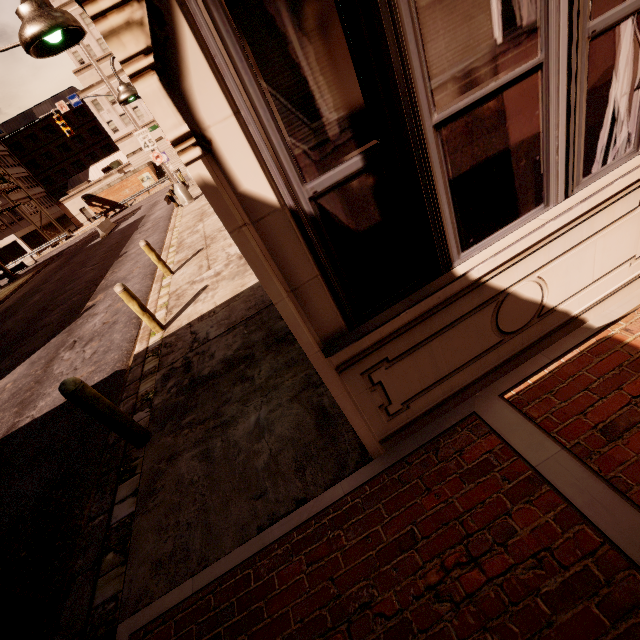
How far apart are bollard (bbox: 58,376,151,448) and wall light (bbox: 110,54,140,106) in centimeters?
438cm

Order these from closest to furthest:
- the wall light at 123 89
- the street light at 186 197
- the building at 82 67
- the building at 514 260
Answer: the building at 514 260, the wall light at 123 89, the street light at 186 197, the building at 82 67

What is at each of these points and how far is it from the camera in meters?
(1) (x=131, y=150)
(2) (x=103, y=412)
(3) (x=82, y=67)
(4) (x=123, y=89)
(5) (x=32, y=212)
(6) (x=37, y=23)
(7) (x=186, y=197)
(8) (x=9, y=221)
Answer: (1) building, 53.9
(2) bollard, 3.8
(3) building, 48.2
(4) wall light, 5.1
(5) building, 53.0
(6) wall light, 2.1
(7) street light, 19.9
(8) building, 48.8

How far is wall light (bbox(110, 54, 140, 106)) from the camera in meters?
5.0 m

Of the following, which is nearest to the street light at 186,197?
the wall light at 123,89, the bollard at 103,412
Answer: the wall light at 123,89

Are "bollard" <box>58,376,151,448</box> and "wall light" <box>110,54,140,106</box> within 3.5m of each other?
no

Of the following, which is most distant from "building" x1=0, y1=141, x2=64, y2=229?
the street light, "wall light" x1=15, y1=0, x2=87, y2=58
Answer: "wall light" x1=15, y1=0, x2=87, y2=58

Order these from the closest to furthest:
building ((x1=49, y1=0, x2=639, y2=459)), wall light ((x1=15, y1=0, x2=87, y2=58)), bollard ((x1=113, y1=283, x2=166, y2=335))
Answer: building ((x1=49, y1=0, x2=639, y2=459)), wall light ((x1=15, y1=0, x2=87, y2=58)), bollard ((x1=113, y1=283, x2=166, y2=335))
